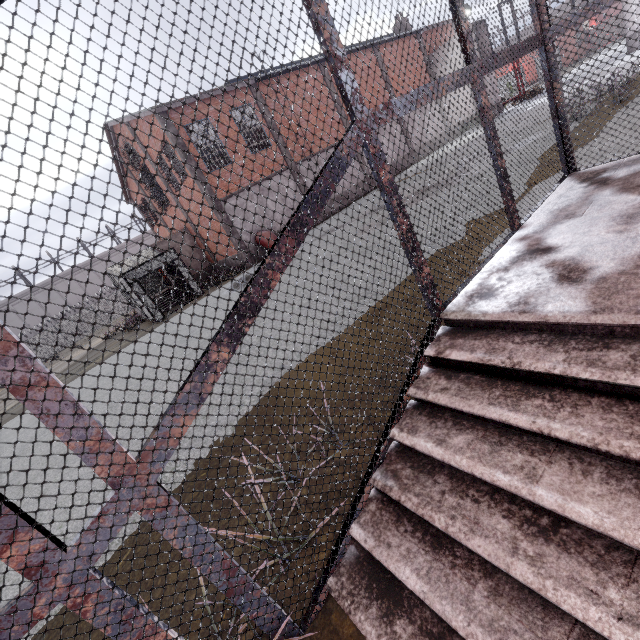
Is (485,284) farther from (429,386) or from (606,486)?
(606,486)
